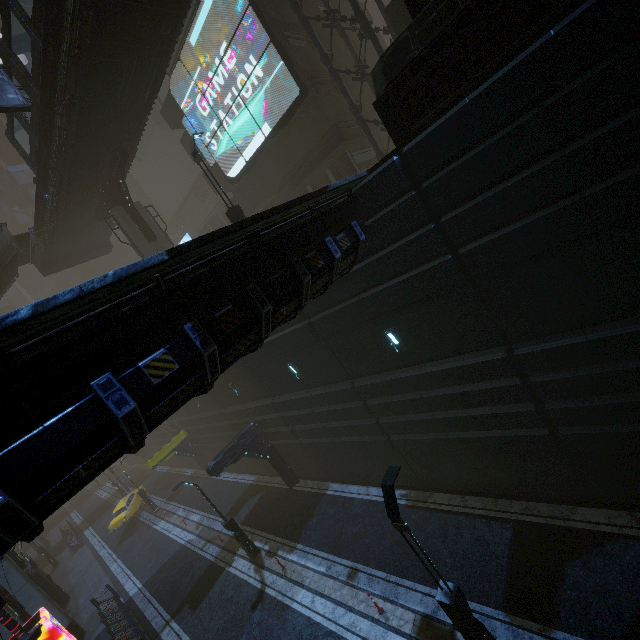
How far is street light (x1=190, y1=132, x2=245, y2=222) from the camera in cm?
1514

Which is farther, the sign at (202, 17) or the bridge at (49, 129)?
the sign at (202, 17)

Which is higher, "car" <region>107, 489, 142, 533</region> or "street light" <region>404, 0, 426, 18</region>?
"street light" <region>404, 0, 426, 18</region>

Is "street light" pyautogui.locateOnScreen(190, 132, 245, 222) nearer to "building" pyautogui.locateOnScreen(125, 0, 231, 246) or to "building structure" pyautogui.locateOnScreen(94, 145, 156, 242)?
"building" pyautogui.locateOnScreen(125, 0, 231, 246)

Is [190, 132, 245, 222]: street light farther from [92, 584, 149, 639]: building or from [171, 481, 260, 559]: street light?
[171, 481, 260, 559]: street light

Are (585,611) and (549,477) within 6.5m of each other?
yes

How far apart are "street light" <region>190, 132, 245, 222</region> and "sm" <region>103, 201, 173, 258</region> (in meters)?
9.38

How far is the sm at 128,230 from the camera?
21.83m
